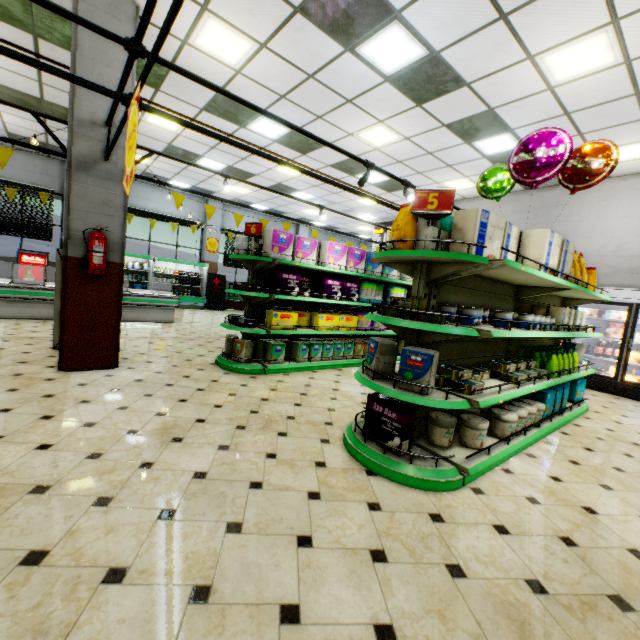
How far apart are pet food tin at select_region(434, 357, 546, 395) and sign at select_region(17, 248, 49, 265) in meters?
13.5

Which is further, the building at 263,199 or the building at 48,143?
the building at 263,199

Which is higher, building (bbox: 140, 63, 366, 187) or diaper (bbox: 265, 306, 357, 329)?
building (bbox: 140, 63, 366, 187)

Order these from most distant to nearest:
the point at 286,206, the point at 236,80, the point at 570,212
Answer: the point at 286,206 → the point at 570,212 → the point at 236,80

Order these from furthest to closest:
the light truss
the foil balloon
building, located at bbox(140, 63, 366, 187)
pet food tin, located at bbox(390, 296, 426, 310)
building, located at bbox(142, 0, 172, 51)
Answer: building, located at bbox(140, 63, 366, 187), building, located at bbox(142, 0, 172, 51), the foil balloon, pet food tin, located at bbox(390, 296, 426, 310), the light truss

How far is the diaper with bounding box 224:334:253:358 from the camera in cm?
533

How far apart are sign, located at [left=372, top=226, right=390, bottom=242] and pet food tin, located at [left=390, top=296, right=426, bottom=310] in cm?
1030

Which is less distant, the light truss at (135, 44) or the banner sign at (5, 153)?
the light truss at (135, 44)
